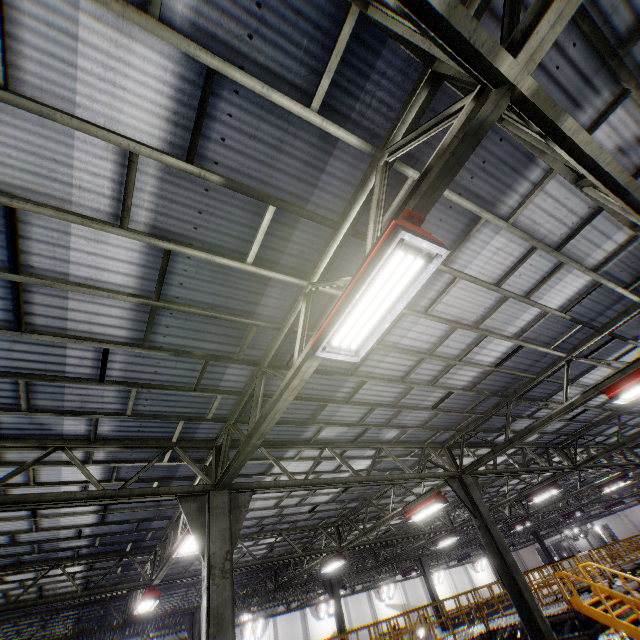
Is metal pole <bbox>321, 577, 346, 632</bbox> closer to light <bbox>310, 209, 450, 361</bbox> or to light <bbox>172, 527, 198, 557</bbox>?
light <bbox>172, 527, 198, 557</bbox>

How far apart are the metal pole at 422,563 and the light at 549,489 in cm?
1280

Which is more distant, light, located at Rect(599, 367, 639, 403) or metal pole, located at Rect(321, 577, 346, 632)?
metal pole, located at Rect(321, 577, 346, 632)

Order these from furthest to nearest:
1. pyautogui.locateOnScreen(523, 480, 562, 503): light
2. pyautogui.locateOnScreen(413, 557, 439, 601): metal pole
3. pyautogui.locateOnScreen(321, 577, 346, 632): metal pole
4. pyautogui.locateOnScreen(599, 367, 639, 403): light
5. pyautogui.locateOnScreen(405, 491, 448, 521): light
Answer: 1. pyautogui.locateOnScreen(413, 557, 439, 601): metal pole
2. pyautogui.locateOnScreen(321, 577, 346, 632): metal pole
3. pyautogui.locateOnScreen(523, 480, 562, 503): light
4. pyautogui.locateOnScreen(405, 491, 448, 521): light
5. pyautogui.locateOnScreen(599, 367, 639, 403): light

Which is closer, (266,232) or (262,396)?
(266,232)

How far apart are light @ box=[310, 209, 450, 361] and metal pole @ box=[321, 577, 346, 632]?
22.5m

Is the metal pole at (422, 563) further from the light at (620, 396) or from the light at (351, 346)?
the light at (351, 346)

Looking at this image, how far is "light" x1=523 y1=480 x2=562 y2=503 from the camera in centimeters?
1410cm
